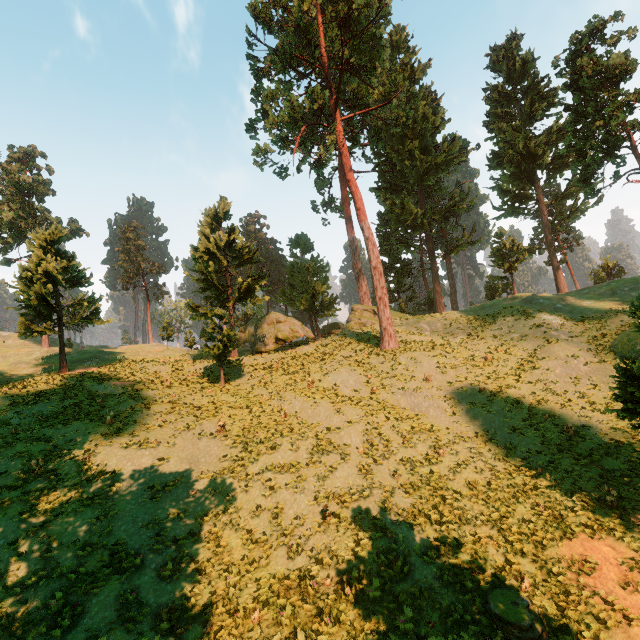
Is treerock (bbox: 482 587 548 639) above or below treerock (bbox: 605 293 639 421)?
below

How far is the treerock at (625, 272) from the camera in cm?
4812

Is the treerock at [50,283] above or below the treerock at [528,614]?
above

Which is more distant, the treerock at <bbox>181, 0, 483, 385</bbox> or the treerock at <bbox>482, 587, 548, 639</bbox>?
the treerock at <bbox>181, 0, 483, 385</bbox>

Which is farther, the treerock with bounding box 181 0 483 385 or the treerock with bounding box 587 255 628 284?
the treerock with bounding box 587 255 628 284

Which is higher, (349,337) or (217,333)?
(217,333)

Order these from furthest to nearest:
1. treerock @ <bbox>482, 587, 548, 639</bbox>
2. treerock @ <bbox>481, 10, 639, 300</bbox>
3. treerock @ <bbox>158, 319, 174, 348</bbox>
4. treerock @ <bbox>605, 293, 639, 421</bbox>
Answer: treerock @ <bbox>158, 319, 174, 348</bbox>, treerock @ <bbox>481, 10, 639, 300</bbox>, treerock @ <bbox>605, 293, 639, 421</bbox>, treerock @ <bbox>482, 587, 548, 639</bbox>
